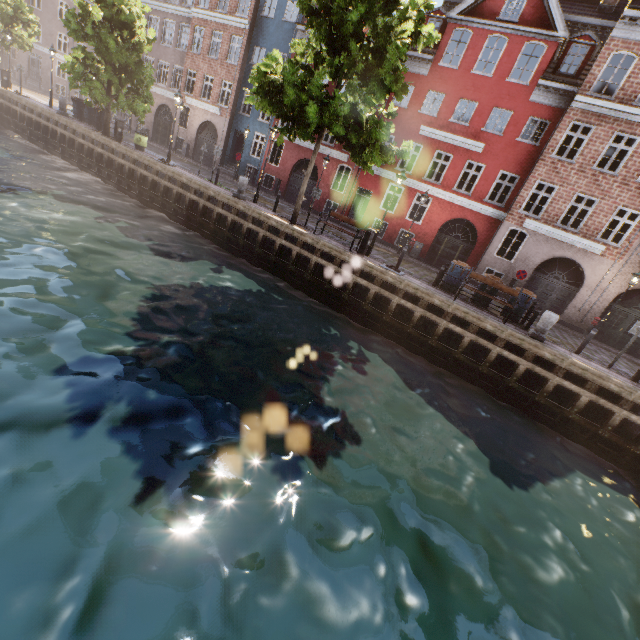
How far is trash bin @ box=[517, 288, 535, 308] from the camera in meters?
12.9

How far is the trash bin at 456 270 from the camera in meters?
13.8 m

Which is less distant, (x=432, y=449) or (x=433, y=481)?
(x=433, y=481)

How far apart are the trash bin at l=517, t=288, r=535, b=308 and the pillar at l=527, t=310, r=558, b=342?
1.2m

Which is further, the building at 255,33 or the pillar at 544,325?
the building at 255,33

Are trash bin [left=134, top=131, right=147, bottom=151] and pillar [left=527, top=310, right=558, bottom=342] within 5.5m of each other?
no

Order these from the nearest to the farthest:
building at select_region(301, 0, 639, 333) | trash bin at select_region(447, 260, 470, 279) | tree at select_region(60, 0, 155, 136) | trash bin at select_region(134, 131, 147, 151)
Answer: trash bin at select_region(447, 260, 470, 279)
building at select_region(301, 0, 639, 333)
tree at select_region(60, 0, 155, 136)
trash bin at select_region(134, 131, 147, 151)

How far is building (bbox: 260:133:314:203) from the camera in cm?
2388
